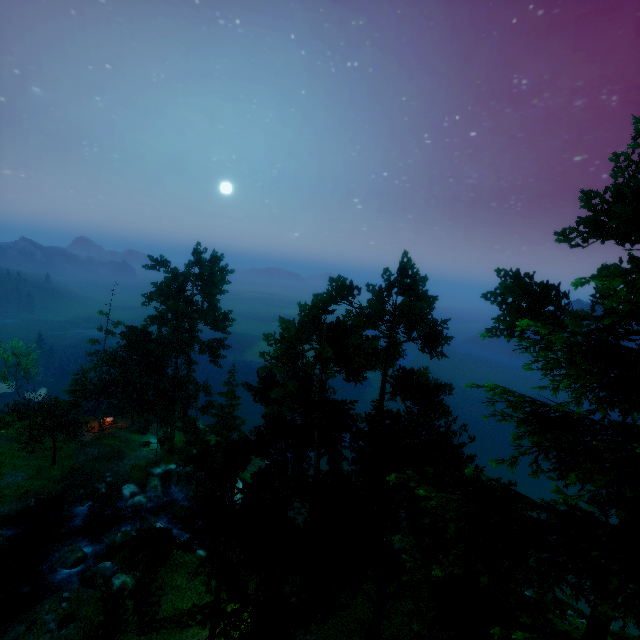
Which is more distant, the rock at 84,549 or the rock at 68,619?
the rock at 84,549

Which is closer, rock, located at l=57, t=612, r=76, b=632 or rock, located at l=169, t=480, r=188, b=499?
rock, located at l=57, t=612, r=76, b=632

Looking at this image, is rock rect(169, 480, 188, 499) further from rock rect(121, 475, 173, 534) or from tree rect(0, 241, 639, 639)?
tree rect(0, 241, 639, 639)

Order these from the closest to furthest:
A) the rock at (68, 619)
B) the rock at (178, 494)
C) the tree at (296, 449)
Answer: the tree at (296, 449), the rock at (68, 619), the rock at (178, 494)

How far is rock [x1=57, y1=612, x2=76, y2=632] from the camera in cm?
2082

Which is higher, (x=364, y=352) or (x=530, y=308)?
(x=530, y=308)

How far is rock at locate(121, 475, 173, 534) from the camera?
32.22m

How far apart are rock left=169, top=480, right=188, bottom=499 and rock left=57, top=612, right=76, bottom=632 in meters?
16.4 m
